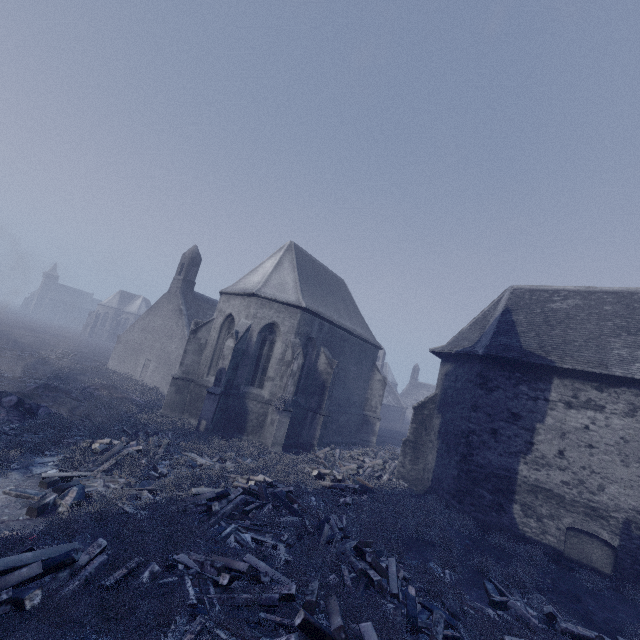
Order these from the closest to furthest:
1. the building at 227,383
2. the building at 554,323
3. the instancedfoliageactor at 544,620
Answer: the instancedfoliageactor at 544,620 → the building at 554,323 → the building at 227,383

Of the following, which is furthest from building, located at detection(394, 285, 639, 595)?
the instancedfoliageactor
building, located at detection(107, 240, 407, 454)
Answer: the instancedfoliageactor

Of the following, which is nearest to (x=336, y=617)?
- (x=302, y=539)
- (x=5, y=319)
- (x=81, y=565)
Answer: (x=302, y=539)

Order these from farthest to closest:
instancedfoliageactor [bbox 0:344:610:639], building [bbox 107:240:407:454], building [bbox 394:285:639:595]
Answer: building [bbox 107:240:407:454] < building [bbox 394:285:639:595] < instancedfoliageactor [bbox 0:344:610:639]

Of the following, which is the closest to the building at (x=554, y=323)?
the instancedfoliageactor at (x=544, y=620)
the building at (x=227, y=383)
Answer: the building at (x=227, y=383)

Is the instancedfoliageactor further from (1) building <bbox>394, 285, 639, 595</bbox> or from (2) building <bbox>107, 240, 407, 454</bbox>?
(1) building <bbox>394, 285, 639, 595</bbox>

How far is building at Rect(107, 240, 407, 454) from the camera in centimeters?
1616cm
